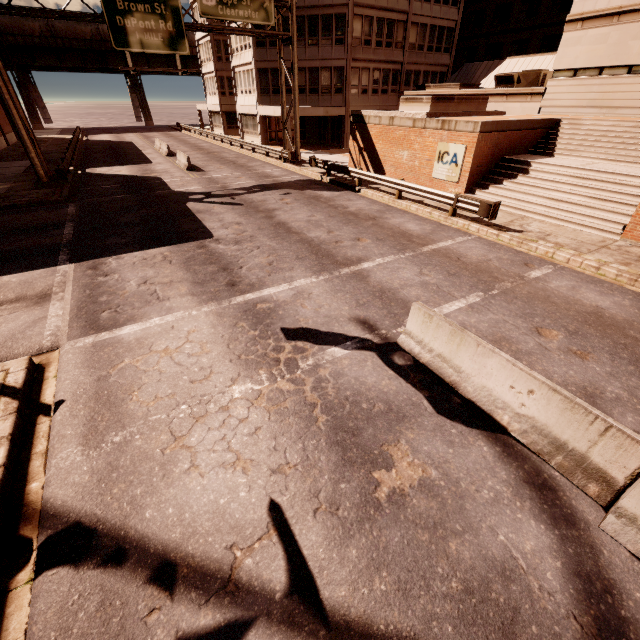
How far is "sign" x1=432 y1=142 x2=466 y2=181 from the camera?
16.2 meters

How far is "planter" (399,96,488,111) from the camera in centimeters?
1812cm

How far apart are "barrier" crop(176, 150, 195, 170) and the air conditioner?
23.78m

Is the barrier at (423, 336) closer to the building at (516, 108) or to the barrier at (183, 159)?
the building at (516, 108)

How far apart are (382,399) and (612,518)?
3.2 meters

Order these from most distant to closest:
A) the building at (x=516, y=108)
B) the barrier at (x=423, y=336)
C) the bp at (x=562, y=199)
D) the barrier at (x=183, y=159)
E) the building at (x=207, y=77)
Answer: the building at (x=207, y=77) < the barrier at (x=183, y=159) < the building at (x=516, y=108) < the bp at (x=562, y=199) < the barrier at (x=423, y=336)

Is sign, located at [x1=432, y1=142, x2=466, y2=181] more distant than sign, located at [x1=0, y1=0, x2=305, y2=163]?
No

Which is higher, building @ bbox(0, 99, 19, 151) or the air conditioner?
the air conditioner
